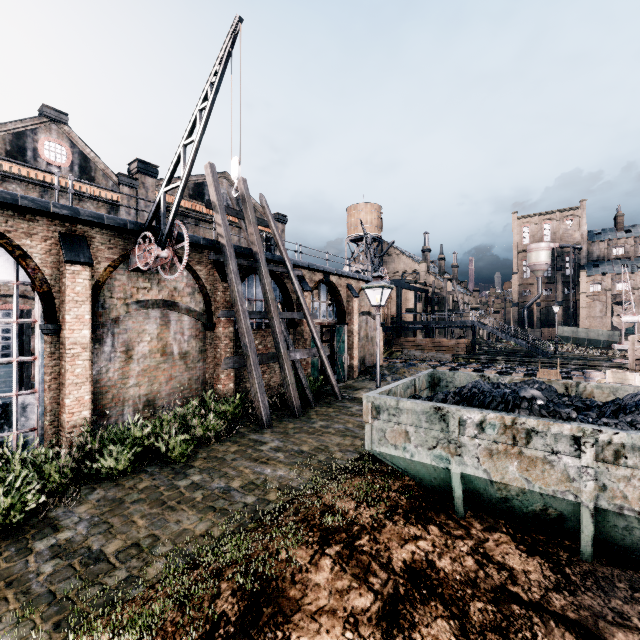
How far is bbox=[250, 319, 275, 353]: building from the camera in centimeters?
1798cm

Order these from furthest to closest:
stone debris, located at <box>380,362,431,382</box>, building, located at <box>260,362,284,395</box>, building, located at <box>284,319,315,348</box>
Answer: stone debris, located at <box>380,362,431,382</box> < building, located at <box>284,319,315,348</box> < building, located at <box>260,362,284,395</box>

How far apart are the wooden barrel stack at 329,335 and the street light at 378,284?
15.3 meters

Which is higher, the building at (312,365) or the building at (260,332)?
the building at (260,332)

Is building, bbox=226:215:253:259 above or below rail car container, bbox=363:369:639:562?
above

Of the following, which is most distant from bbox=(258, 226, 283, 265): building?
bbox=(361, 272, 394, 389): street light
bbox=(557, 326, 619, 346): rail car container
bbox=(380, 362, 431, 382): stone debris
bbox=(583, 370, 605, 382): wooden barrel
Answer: bbox=(583, 370, 605, 382): wooden barrel

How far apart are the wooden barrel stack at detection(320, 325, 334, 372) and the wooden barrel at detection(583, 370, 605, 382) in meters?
16.2 m

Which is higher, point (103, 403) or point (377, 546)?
point (103, 403)
